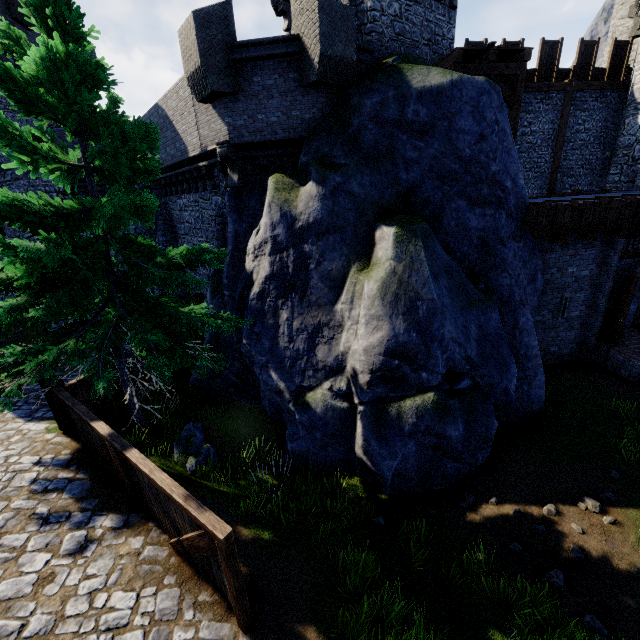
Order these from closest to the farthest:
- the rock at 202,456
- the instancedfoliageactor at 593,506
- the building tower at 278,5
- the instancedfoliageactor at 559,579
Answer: the instancedfoliageactor at 559,579 < the instancedfoliageactor at 593,506 < the rock at 202,456 < the building tower at 278,5

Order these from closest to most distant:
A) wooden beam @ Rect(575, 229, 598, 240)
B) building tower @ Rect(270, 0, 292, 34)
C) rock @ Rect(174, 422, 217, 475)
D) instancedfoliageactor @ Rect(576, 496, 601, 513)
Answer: instancedfoliageactor @ Rect(576, 496, 601, 513) → rock @ Rect(174, 422, 217, 475) → wooden beam @ Rect(575, 229, 598, 240) → building tower @ Rect(270, 0, 292, 34)

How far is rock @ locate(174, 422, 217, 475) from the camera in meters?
7.6 m

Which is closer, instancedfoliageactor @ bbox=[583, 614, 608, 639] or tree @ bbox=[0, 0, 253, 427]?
instancedfoliageactor @ bbox=[583, 614, 608, 639]

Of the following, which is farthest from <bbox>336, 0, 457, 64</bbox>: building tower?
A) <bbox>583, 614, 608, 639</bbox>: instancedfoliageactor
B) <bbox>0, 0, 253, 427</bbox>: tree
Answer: <bbox>583, 614, 608, 639</bbox>: instancedfoliageactor

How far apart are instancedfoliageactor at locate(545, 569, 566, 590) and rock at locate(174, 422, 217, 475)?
6.97m

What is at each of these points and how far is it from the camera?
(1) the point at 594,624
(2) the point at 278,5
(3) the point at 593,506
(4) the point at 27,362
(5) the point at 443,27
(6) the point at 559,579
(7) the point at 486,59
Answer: (1) instancedfoliageactor, 5.1 meters
(2) building tower, 12.8 meters
(3) instancedfoliageactor, 6.7 meters
(4) tree, 6.1 meters
(5) building tower, 12.3 meters
(6) instancedfoliageactor, 5.7 meters
(7) walkway, 11.4 meters

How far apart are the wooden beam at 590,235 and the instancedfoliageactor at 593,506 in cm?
753
